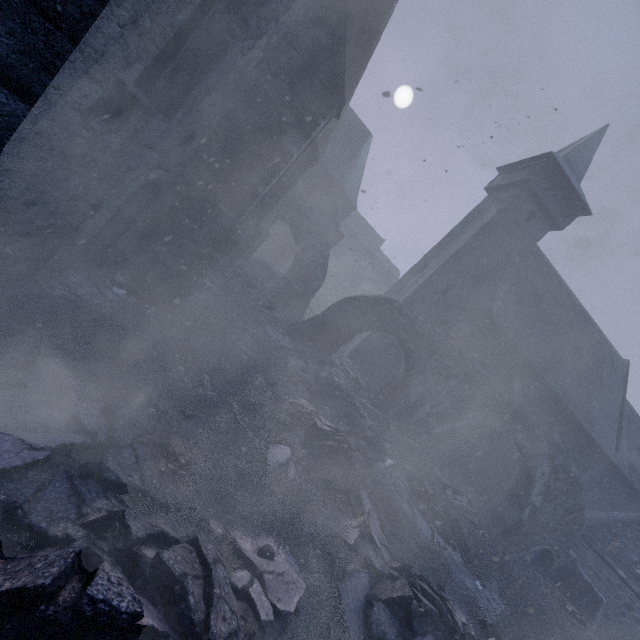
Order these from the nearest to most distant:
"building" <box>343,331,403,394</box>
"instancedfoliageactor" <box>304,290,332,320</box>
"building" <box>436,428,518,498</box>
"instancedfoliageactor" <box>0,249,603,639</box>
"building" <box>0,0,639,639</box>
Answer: "instancedfoliageactor" <box>0,249,603,639</box> < "building" <box>0,0,639,639</box> < "building" <box>436,428,518,498</box> < "building" <box>343,331,403,394</box> < "instancedfoliageactor" <box>304,290,332,320</box>

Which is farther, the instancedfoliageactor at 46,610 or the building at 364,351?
the building at 364,351

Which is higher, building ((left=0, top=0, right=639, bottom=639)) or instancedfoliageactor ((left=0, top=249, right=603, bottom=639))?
building ((left=0, top=0, right=639, bottom=639))

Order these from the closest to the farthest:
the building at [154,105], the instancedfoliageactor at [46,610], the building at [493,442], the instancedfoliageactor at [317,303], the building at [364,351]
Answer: the instancedfoliageactor at [46,610] → the building at [154,105] → the building at [493,442] → the building at [364,351] → the instancedfoliageactor at [317,303]

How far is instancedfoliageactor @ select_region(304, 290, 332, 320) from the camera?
19.61m

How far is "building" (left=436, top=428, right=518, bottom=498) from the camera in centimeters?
1673cm

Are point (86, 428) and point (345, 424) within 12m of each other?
yes
